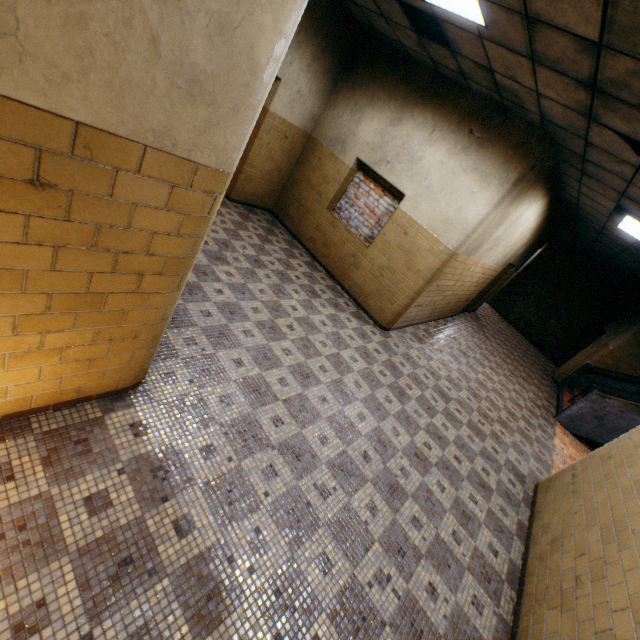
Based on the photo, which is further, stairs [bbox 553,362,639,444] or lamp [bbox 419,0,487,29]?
stairs [bbox 553,362,639,444]

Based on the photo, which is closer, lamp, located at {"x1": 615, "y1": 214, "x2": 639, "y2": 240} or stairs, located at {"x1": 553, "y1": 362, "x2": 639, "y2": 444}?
lamp, located at {"x1": 615, "y1": 214, "x2": 639, "y2": 240}

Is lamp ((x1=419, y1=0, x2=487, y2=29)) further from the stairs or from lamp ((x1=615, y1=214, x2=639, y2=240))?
the stairs

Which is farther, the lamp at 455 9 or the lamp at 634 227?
the lamp at 634 227

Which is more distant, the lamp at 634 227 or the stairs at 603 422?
the stairs at 603 422

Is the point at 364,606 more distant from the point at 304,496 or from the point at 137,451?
the point at 137,451

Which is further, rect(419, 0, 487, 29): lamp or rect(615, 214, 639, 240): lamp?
rect(615, 214, 639, 240): lamp
